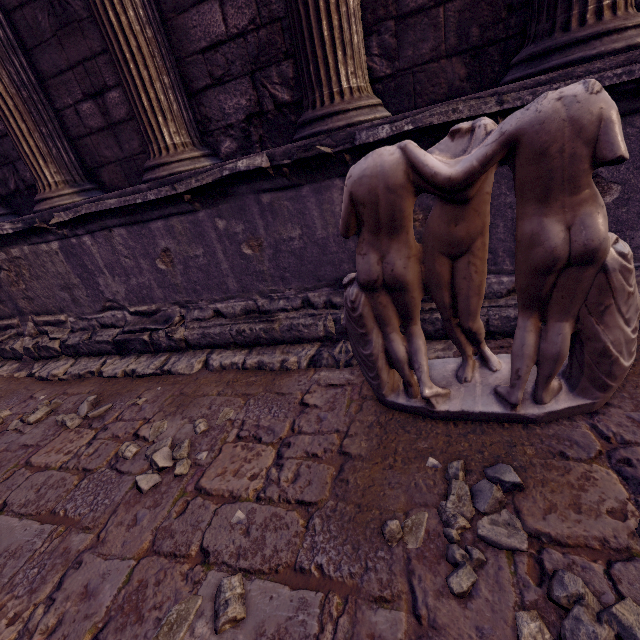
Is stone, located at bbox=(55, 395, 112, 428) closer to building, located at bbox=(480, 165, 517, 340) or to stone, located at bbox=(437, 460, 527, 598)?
building, located at bbox=(480, 165, 517, 340)

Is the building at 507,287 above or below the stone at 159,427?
above

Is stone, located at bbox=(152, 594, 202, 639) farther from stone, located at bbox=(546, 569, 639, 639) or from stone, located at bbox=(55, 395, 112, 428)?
stone, located at bbox=(55, 395, 112, 428)

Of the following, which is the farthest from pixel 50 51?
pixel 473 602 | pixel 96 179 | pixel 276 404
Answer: pixel 473 602

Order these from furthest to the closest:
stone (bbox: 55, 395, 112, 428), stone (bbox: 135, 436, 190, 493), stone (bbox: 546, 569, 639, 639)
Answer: stone (bbox: 55, 395, 112, 428) < stone (bbox: 135, 436, 190, 493) < stone (bbox: 546, 569, 639, 639)

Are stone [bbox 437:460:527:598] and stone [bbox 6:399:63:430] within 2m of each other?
no

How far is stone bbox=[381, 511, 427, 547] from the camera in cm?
121

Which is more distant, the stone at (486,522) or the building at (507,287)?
the building at (507,287)
